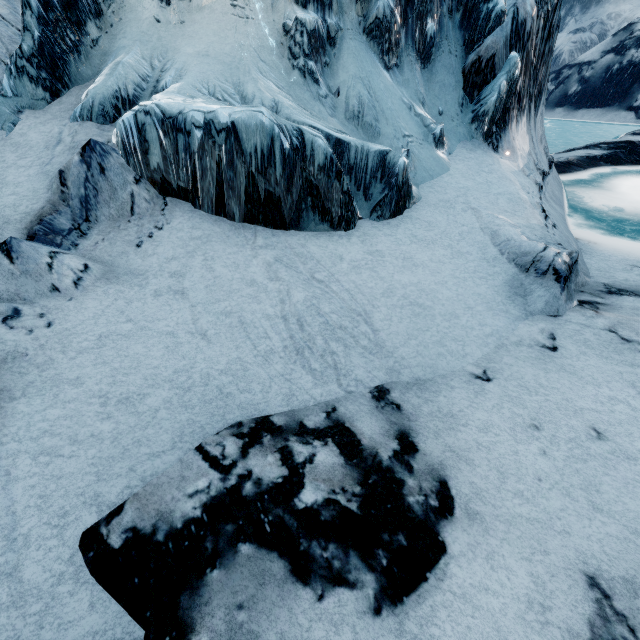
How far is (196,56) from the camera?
5.59m
